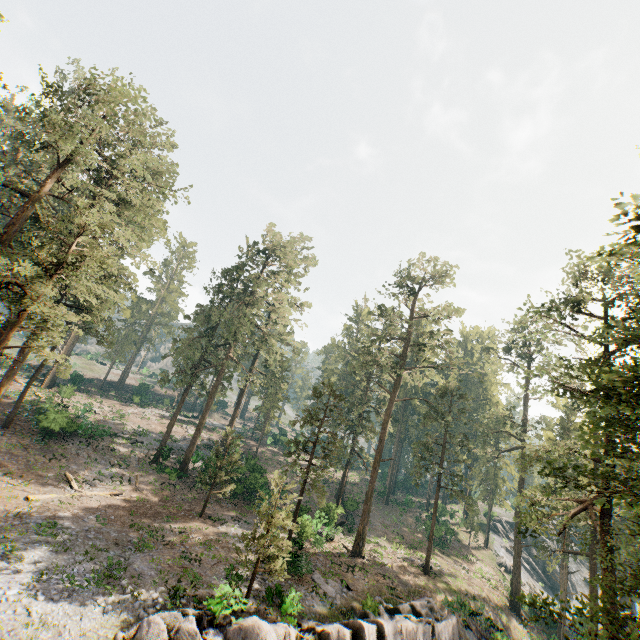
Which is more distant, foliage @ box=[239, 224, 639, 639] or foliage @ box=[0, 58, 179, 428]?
foliage @ box=[0, 58, 179, 428]

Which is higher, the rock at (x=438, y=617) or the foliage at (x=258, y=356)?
the foliage at (x=258, y=356)

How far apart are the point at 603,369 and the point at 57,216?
59.8m

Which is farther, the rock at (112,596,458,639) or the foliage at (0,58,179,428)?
the foliage at (0,58,179,428)

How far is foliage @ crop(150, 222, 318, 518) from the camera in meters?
35.0

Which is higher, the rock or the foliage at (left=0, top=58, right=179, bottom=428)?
the foliage at (left=0, top=58, right=179, bottom=428)

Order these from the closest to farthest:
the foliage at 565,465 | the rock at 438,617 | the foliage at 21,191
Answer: the foliage at 565,465, the rock at 438,617, the foliage at 21,191
